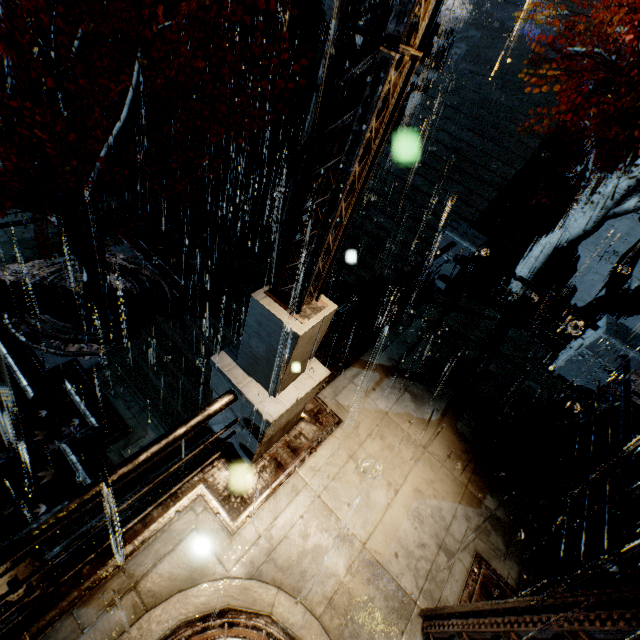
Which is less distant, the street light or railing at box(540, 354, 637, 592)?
the street light

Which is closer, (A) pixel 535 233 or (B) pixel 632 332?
(B) pixel 632 332

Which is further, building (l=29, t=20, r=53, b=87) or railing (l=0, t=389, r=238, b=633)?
building (l=29, t=20, r=53, b=87)

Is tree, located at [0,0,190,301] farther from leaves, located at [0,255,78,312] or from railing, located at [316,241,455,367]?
railing, located at [316,241,455,367]

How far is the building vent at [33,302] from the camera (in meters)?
9.55

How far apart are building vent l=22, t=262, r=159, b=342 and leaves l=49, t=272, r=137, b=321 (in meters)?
0.00

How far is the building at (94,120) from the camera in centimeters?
1455cm

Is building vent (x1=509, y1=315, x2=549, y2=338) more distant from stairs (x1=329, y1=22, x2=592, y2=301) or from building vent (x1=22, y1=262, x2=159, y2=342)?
building vent (x1=22, y1=262, x2=159, y2=342)
